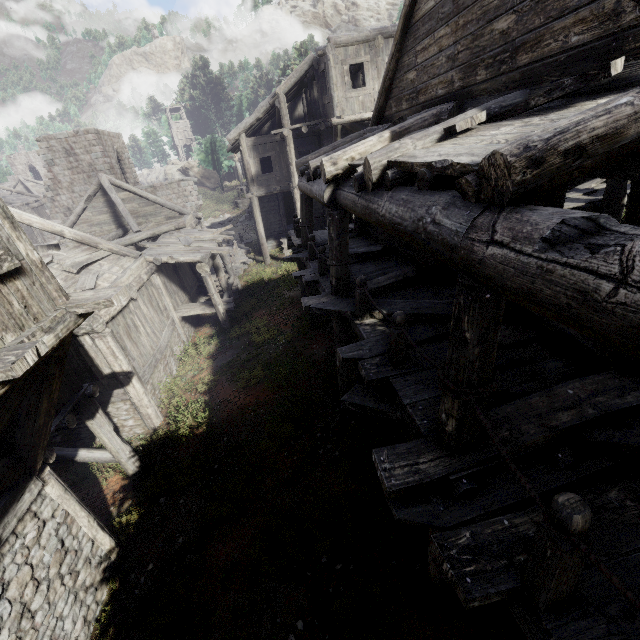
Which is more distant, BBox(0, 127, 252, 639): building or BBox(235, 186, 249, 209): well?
BBox(235, 186, 249, 209): well

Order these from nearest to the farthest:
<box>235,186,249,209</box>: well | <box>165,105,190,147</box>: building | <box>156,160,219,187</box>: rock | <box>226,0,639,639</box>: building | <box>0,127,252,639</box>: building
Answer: <box>226,0,639,639</box>: building, <box>0,127,252,639</box>: building, <box>235,186,249,209</box>: well, <box>156,160,219,187</box>: rock, <box>165,105,190,147</box>: building

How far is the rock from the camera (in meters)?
53.00

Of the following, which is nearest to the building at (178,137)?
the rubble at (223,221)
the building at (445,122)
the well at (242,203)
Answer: the building at (445,122)

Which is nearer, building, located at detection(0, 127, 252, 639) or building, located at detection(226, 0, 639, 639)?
building, located at detection(226, 0, 639, 639)

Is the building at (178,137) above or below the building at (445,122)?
above

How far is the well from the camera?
34.3 meters

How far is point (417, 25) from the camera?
6.5 meters
